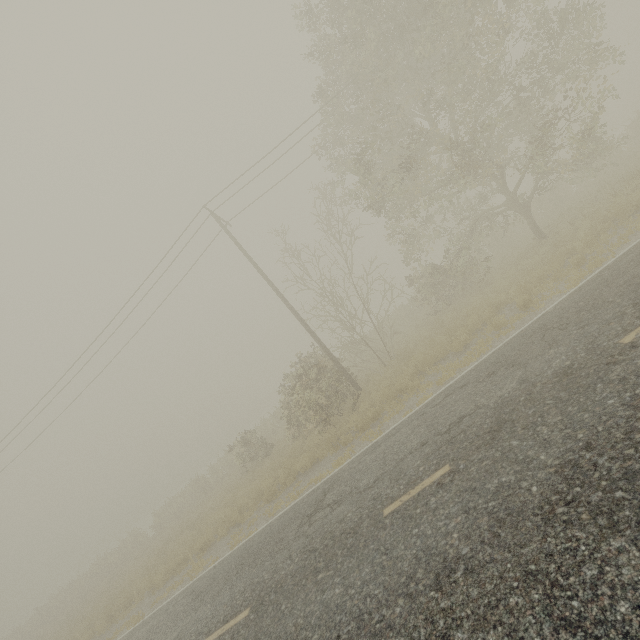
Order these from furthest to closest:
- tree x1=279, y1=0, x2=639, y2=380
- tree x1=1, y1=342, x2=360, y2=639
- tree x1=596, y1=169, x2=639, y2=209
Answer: tree x1=1, y1=342, x2=360, y2=639
tree x1=279, y1=0, x2=639, y2=380
tree x1=596, y1=169, x2=639, y2=209

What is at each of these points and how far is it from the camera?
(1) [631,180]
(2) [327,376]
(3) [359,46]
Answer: (1) tree, 12.0m
(2) tree, 14.8m
(3) tree, 12.0m

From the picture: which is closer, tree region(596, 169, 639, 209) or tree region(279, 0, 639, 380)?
tree region(596, 169, 639, 209)

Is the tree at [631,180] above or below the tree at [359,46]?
below

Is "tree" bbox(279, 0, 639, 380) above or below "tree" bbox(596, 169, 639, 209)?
above

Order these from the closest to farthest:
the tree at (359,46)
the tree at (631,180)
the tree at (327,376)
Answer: the tree at (631,180), the tree at (359,46), the tree at (327,376)
